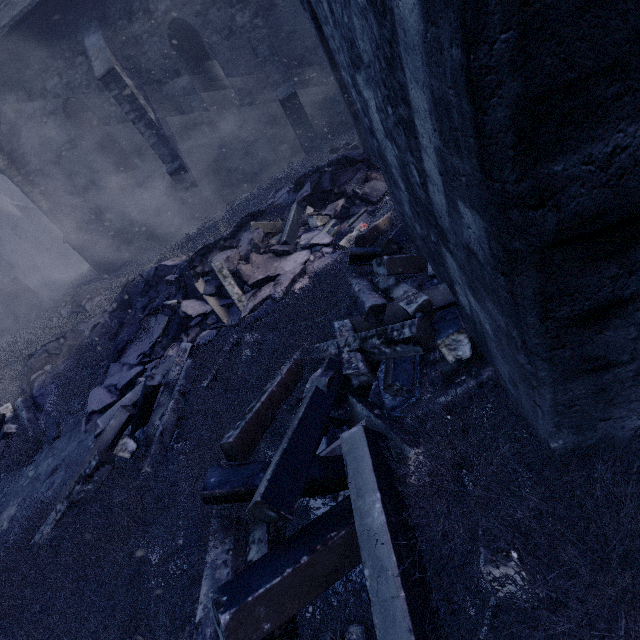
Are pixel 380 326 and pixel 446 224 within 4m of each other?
yes

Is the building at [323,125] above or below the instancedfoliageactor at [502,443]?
above

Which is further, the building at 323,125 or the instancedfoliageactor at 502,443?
the building at 323,125

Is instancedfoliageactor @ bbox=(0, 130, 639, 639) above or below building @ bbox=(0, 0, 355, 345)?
below

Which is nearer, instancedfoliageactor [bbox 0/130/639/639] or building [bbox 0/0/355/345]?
instancedfoliageactor [bbox 0/130/639/639]
